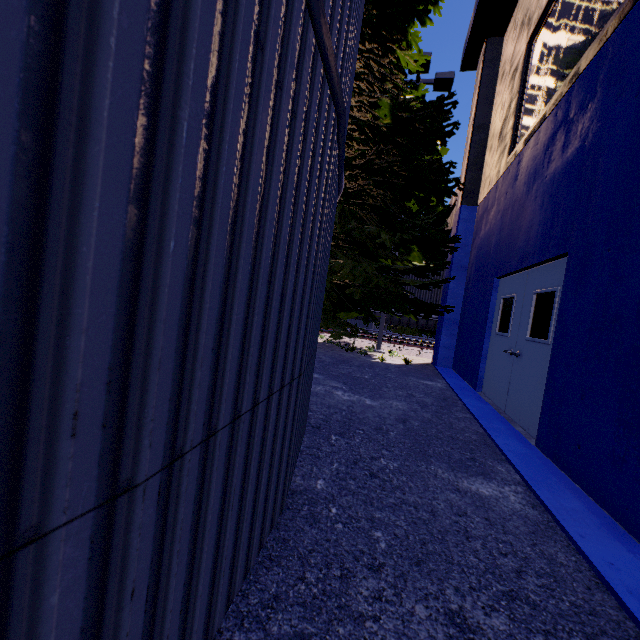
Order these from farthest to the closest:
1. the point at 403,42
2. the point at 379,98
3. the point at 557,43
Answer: the point at 403,42 < the point at 379,98 < the point at 557,43

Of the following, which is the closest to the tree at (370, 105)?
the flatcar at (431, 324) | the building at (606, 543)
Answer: the building at (606, 543)

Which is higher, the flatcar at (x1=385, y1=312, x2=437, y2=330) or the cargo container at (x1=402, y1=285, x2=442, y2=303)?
the cargo container at (x1=402, y1=285, x2=442, y2=303)

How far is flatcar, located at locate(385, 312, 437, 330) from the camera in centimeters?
1688cm

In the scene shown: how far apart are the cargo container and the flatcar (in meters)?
0.01

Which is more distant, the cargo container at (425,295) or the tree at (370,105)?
the cargo container at (425,295)

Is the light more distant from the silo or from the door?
the door

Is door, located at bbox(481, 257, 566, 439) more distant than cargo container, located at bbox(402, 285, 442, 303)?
No
